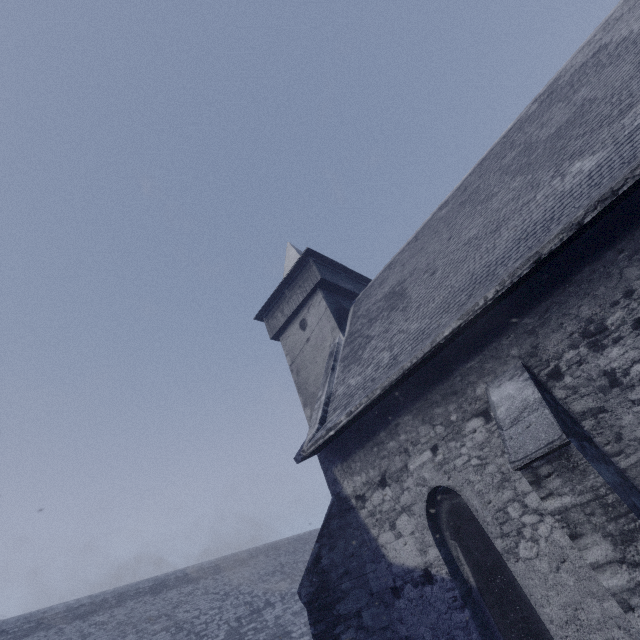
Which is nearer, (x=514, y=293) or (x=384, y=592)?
(x=514, y=293)
